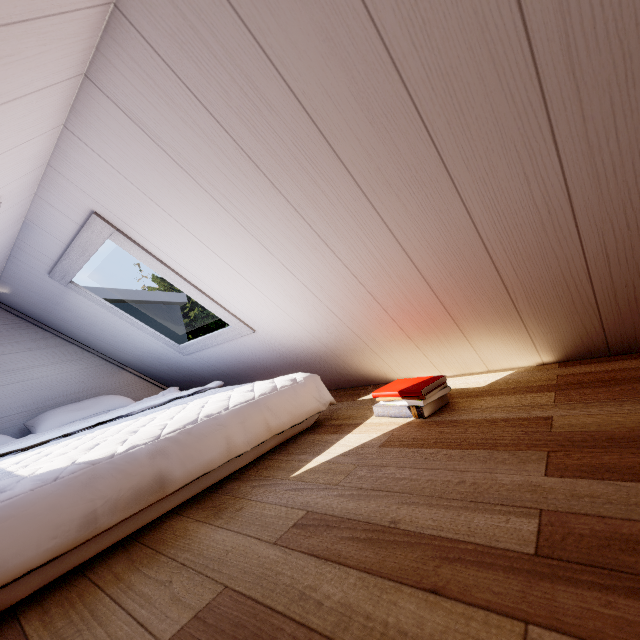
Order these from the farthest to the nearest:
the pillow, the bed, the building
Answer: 1. the building
2. the pillow
3. the bed

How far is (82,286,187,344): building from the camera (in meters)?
2.88

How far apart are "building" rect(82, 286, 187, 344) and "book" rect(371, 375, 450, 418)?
2.6 meters

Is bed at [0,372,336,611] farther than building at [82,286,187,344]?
No

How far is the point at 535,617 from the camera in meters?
0.4

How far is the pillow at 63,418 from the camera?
2.1m

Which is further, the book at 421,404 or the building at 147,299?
the building at 147,299

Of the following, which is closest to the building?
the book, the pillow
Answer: the pillow
